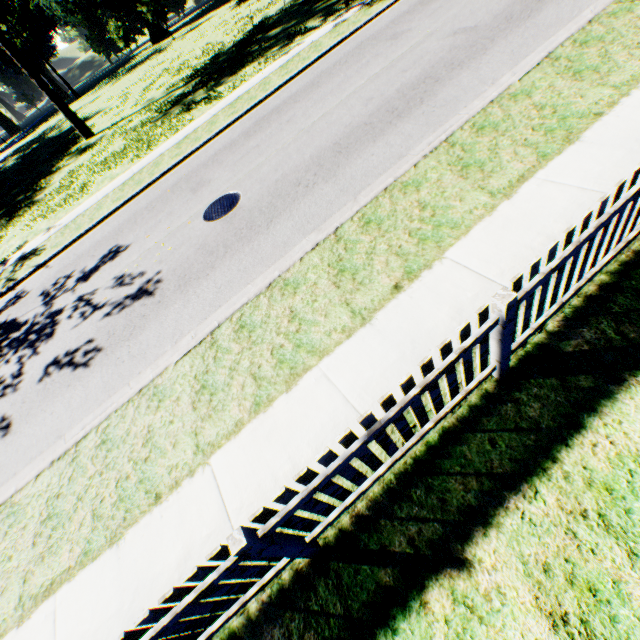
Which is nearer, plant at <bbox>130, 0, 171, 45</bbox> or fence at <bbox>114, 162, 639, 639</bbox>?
fence at <bbox>114, 162, 639, 639</bbox>

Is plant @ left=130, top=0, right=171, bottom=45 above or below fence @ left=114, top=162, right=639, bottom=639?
above

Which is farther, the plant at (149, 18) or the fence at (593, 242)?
the plant at (149, 18)

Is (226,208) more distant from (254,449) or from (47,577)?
(47,577)

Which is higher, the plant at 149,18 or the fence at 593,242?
the plant at 149,18
